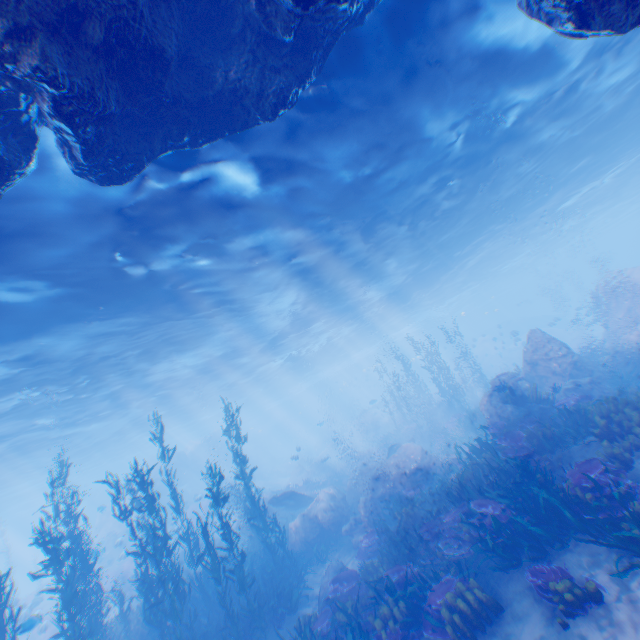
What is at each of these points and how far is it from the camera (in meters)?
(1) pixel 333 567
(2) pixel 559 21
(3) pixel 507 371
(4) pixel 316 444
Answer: (1) rock, 11.79
(2) rock, 4.51
(3) instancedfoliageactor, 16.48
(4) rock, 49.75

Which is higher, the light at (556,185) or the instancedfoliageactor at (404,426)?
the light at (556,185)

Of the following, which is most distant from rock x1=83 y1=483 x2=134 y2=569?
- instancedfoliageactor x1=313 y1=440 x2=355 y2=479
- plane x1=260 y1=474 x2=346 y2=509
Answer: instancedfoliageactor x1=313 y1=440 x2=355 y2=479

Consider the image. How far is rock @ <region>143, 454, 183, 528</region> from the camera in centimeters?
3106cm

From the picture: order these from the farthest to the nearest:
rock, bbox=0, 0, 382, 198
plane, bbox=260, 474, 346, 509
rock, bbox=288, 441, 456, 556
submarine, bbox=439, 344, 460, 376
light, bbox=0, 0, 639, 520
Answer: submarine, bbox=439, 344, 460, 376 → plane, bbox=260, 474, 346, 509 → rock, bbox=288, 441, 456, 556 → light, bbox=0, 0, 639, 520 → rock, bbox=0, 0, 382, 198

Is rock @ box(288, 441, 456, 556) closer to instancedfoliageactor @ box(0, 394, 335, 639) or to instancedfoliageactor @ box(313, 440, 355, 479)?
instancedfoliageactor @ box(0, 394, 335, 639)

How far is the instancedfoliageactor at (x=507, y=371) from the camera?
16.2m

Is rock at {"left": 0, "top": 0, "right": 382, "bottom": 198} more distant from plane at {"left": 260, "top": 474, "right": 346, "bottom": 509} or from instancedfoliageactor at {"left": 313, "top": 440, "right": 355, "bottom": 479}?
instancedfoliageactor at {"left": 313, "top": 440, "right": 355, "bottom": 479}
